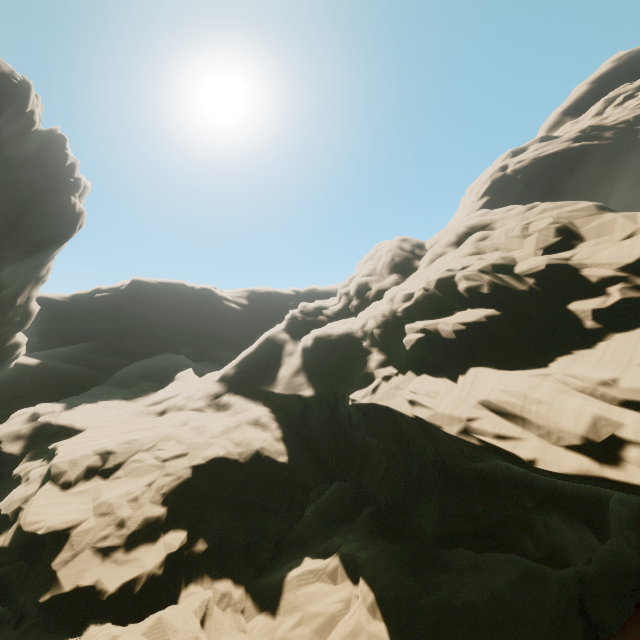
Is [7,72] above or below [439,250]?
above
